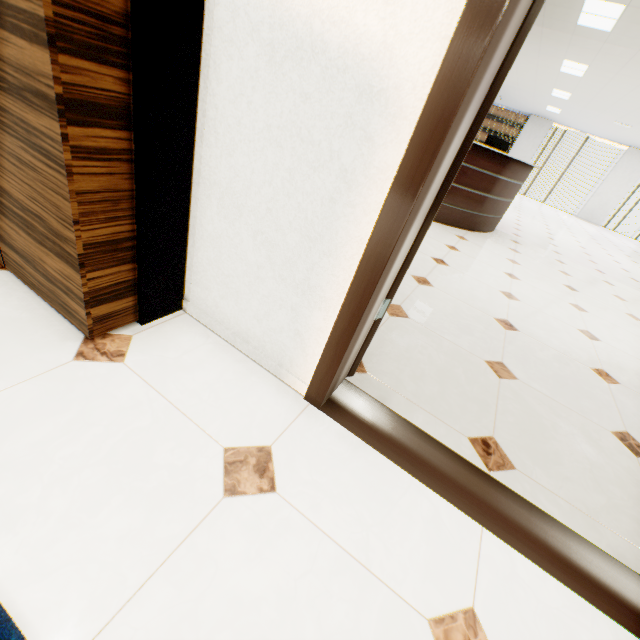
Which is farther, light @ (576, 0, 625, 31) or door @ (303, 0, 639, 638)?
light @ (576, 0, 625, 31)

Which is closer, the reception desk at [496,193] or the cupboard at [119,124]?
the cupboard at [119,124]

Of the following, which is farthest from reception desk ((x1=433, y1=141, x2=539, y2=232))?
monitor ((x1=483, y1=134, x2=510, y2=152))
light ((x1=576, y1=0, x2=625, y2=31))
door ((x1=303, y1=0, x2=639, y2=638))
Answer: door ((x1=303, y1=0, x2=639, y2=638))

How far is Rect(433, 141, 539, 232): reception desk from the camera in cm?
441

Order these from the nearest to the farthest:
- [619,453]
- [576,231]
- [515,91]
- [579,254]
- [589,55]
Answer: [619,453] → [589,55] → [579,254] → [576,231] → [515,91]

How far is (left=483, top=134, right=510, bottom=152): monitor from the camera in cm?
460

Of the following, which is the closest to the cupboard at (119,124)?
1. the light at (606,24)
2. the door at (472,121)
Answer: the door at (472,121)
